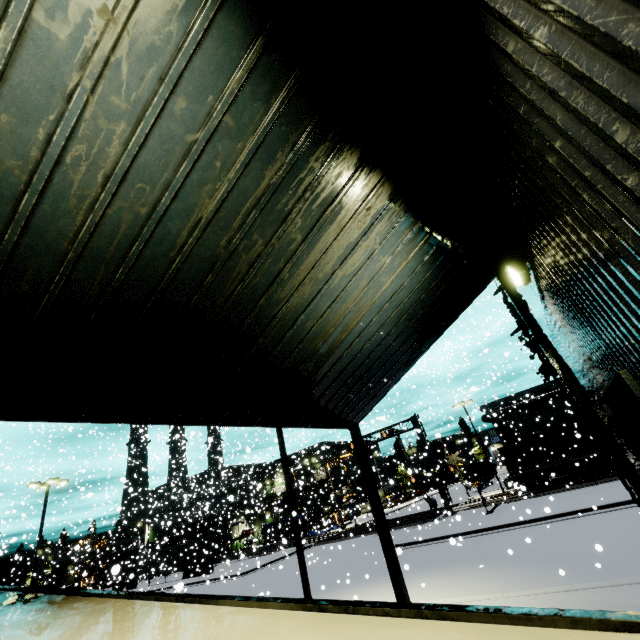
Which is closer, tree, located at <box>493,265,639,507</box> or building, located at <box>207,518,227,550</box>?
tree, located at <box>493,265,639,507</box>

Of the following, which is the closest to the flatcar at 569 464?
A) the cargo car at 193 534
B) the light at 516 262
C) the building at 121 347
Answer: the building at 121 347

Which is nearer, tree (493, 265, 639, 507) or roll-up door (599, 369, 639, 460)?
roll-up door (599, 369, 639, 460)

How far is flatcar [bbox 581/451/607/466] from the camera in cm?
2765

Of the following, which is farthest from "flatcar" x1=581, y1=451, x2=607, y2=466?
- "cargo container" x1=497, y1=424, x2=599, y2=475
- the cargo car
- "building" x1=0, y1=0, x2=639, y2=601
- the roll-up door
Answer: the cargo car

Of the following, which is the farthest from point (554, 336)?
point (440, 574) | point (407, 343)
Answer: point (440, 574)

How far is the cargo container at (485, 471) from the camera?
48.3 meters

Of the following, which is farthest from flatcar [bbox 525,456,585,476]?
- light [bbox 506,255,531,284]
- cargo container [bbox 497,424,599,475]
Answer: light [bbox 506,255,531,284]
